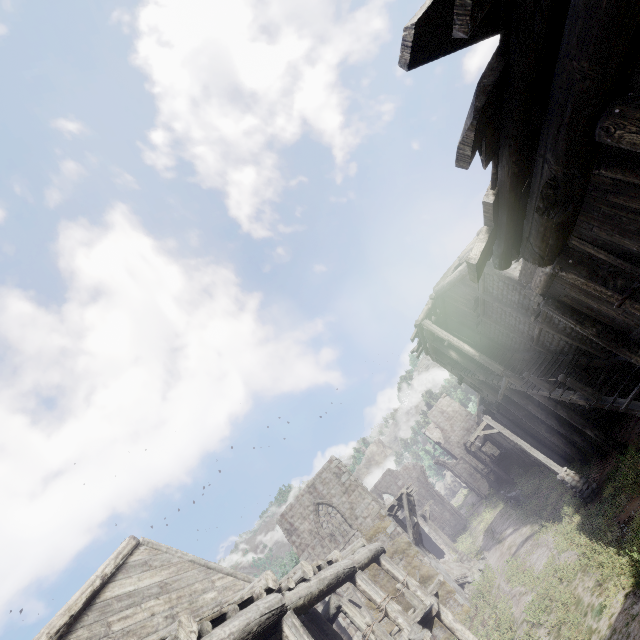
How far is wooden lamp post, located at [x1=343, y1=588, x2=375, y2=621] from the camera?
17.2 meters

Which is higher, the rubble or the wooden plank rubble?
the wooden plank rubble

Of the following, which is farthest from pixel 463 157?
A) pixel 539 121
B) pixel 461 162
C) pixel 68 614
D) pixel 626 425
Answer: pixel 626 425

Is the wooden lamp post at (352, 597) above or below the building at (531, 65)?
above

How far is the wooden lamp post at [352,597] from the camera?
17.23m

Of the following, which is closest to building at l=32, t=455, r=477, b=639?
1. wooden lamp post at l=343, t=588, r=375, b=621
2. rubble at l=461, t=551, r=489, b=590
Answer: rubble at l=461, t=551, r=489, b=590

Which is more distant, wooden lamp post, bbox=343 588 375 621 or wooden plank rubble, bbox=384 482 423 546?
wooden plank rubble, bbox=384 482 423 546

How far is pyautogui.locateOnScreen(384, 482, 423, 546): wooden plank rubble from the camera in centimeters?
2033cm
